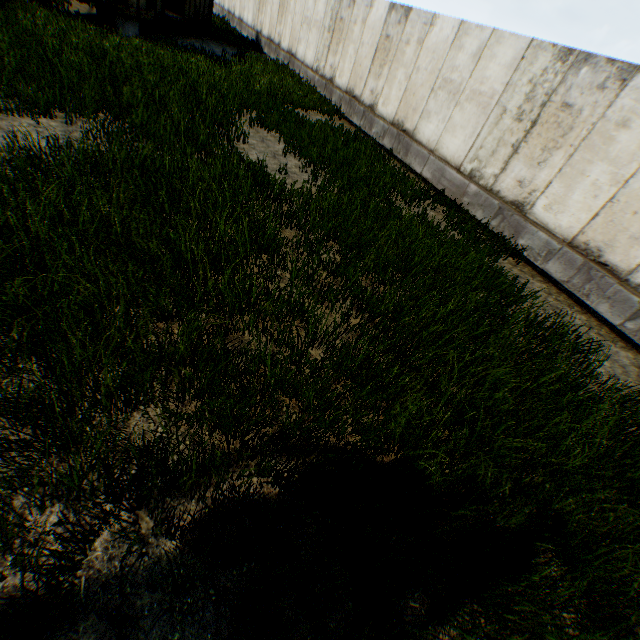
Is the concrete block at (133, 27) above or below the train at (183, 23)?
below

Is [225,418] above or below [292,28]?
below

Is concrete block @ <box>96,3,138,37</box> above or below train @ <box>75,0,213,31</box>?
below
